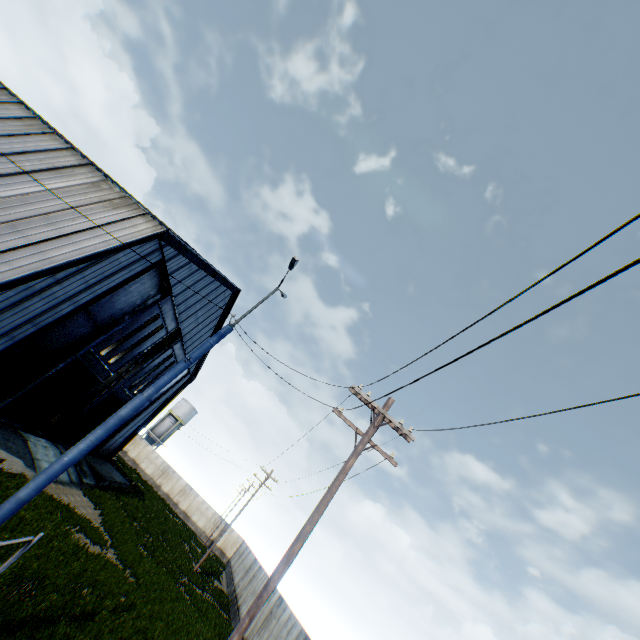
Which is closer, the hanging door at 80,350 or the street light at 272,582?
the street light at 272,582

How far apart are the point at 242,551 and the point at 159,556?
23.4 meters

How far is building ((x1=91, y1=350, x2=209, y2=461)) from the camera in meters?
29.7 m

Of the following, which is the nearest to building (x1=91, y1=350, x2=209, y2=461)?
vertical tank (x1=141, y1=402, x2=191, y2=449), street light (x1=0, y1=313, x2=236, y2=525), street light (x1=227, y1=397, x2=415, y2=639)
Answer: street light (x1=0, y1=313, x2=236, y2=525)

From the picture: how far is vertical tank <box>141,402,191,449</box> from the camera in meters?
56.2

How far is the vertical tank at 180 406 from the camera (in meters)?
56.22

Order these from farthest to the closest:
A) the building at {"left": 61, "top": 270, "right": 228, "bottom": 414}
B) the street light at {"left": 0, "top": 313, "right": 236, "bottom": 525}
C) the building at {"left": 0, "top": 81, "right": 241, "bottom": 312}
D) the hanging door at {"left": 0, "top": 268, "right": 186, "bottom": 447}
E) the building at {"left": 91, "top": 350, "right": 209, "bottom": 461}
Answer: the building at {"left": 91, "top": 350, "right": 209, "bottom": 461}, the building at {"left": 61, "top": 270, "right": 228, "bottom": 414}, the hanging door at {"left": 0, "top": 268, "right": 186, "bottom": 447}, the building at {"left": 0, "top": 81, "right": 241, "bottom": 312}, the street light at {"left": 0, "top": 313, "right": 236, "bottom": 525}
